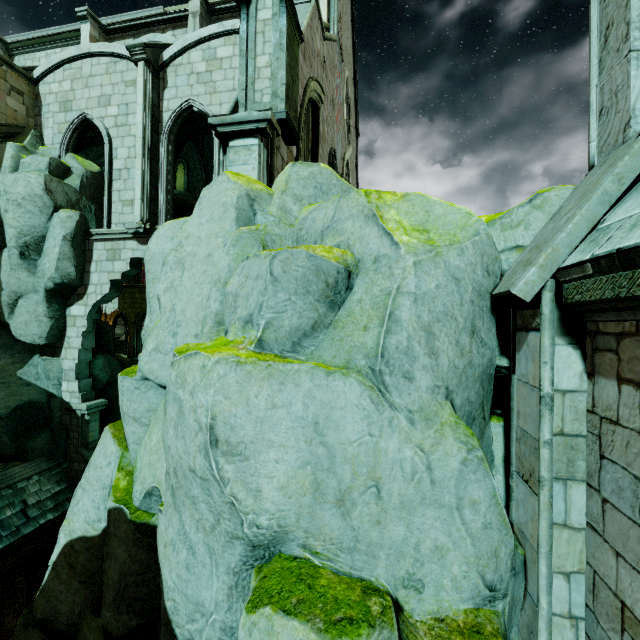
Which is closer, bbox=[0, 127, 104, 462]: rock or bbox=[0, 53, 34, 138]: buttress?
bbox=[0, 127, 104, 462]: rock

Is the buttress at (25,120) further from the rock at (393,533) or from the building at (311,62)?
the rock at (393,533)

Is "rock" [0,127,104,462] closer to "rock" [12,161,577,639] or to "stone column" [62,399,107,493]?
"stone column" [62,399,107,493]

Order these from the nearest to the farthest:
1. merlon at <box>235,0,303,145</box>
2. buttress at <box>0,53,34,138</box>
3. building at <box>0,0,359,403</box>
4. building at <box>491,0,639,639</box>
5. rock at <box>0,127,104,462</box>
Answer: building at <box>491,0,639,639</box>, merlon at <box>235,0,303,145</box>, building at <box>0,0,359,403</box>, rock at <box>0,127,104,462</box>, buttress at <box>0,53,34,138</box>

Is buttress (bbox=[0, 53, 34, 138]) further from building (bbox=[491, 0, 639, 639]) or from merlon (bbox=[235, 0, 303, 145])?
merlon (bbox=[235, 0, 303, 145])

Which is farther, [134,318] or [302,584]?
[134,318]

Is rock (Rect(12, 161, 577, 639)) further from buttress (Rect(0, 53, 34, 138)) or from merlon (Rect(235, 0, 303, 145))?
buttress (Rect(0, 53, 34, 138))

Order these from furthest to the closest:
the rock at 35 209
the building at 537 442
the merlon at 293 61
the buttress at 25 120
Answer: the buttress at 25 120 → the rock at 35 209 → the merlon at 293 61 → the building at 537 442
